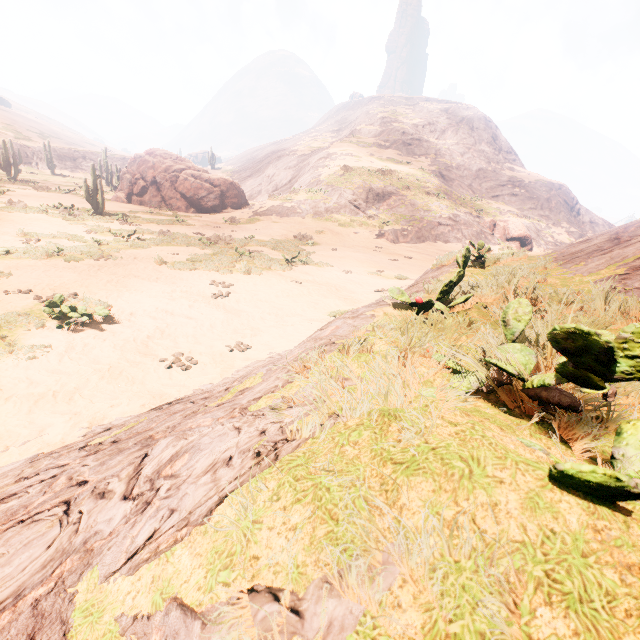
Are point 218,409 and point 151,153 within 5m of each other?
no

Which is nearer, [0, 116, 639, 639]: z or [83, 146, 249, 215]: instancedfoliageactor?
[0, 116, 639, 639]: z

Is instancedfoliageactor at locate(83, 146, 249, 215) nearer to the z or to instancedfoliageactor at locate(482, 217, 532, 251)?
the z

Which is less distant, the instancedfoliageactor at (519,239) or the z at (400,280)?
the z at (400,280)

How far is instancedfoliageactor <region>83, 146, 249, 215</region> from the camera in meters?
26.8

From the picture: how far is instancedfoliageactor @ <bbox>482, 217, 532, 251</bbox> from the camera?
32.8 meters

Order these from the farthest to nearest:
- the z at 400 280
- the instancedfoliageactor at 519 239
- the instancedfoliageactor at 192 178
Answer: the instancedfoliageactor at 519 239, the instancedfoliageactor at 192 178, the z at 400 280
